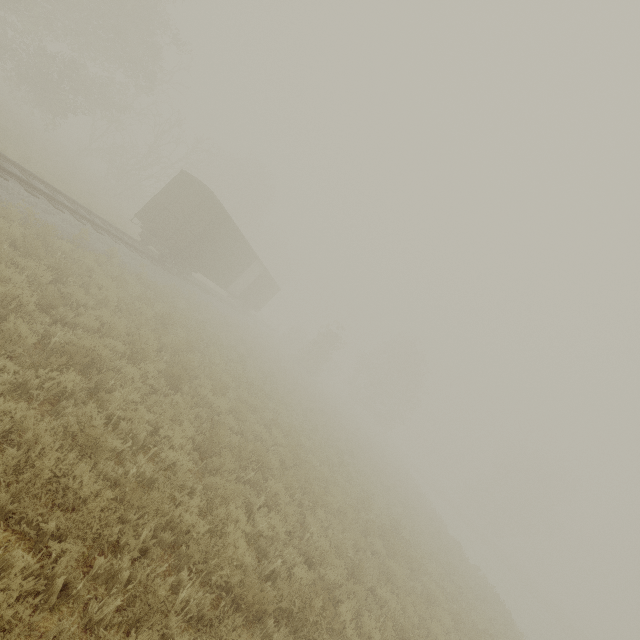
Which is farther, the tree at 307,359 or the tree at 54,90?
the tree at 307,359

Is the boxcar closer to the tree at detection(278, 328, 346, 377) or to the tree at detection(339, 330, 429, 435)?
the tree at detection(278, 328, 346, 377)

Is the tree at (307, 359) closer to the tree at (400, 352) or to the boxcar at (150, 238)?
the boxcar at (150, 238)

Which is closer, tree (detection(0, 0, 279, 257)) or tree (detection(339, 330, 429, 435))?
tree (detection(0, 0, 279, 257))

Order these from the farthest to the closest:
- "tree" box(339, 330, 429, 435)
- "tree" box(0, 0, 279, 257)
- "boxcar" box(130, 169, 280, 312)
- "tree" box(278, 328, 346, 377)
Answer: "tree" box(339, 330, 429, 435) < "tree" box(278, 328, 346, 377) < "tree" box(0, 0, 279, 257) < "boxcar" box(130, 169, 280, 312)

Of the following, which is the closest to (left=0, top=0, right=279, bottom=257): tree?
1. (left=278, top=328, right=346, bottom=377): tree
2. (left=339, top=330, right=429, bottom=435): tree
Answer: (left=278, top=328, right=346, bottom=377): tree

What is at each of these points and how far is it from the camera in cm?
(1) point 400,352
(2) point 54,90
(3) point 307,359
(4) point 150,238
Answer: (1) tree, 4828
(2) tree, 2053
(3) tree, 3647
(4) boxcar, 1816

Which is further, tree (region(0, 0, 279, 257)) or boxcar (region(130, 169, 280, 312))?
tree (region(0, 0, 279, 257))
